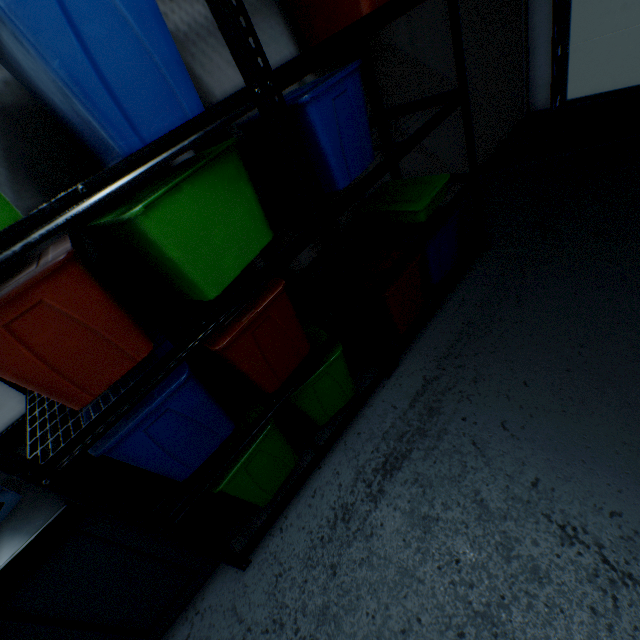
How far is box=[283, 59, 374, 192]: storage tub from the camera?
1.16m

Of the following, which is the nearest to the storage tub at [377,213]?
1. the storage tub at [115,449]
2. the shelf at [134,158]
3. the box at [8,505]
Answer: the shelf at [134,158]

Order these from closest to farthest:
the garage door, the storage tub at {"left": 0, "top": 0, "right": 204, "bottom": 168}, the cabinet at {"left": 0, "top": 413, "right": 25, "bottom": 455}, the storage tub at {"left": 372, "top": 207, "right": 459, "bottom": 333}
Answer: the storage tub at {"left": 0, "top": 0, "right": 204, "bottom": 168} < the cabinet at {"left": 0, "top": 413, "right": 25, "bottom": 455} < the storage tub at {"left": 372, "top": 207, "right": 459, "bottom": 333} < the garage door

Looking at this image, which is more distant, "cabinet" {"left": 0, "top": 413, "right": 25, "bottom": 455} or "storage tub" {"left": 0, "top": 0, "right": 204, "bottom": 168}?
"cabinet" {"left": 0, "top": 413, "right": 25, "bottom": 455}

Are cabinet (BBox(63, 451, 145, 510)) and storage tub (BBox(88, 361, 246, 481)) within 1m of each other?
yes

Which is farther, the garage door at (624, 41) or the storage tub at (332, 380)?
the garage door at (624, 41)

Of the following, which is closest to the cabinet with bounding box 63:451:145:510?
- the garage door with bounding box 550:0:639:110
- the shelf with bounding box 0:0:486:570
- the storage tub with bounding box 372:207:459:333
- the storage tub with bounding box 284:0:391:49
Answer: the shelf with bounding box 0:0:486:570

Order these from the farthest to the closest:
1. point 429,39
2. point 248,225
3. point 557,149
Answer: point 557,149
point 429,39
point 248,225
